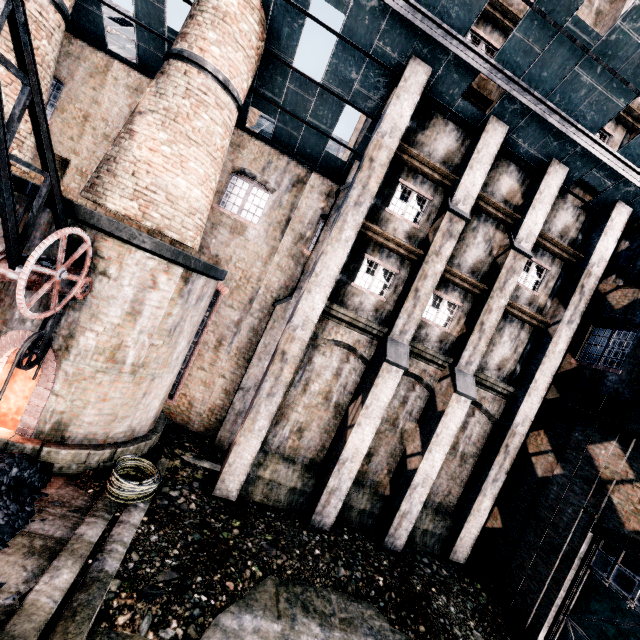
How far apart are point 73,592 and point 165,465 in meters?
5.0

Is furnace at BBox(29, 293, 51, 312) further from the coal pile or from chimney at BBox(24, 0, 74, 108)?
chimney at BBox(24, 0, 74, 108)

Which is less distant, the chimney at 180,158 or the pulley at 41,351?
the pulley at 41,351

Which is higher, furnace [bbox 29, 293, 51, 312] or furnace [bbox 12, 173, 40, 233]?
furnace [bbox 12, 173, 40, 233]

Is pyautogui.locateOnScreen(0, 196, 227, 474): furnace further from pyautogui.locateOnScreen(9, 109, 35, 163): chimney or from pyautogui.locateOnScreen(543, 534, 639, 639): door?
pyautogui.locateOnScreen(543, 534, 639, 639): door

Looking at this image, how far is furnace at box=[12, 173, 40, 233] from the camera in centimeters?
909cm

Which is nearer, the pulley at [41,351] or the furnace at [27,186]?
the pulley at [41,351]
